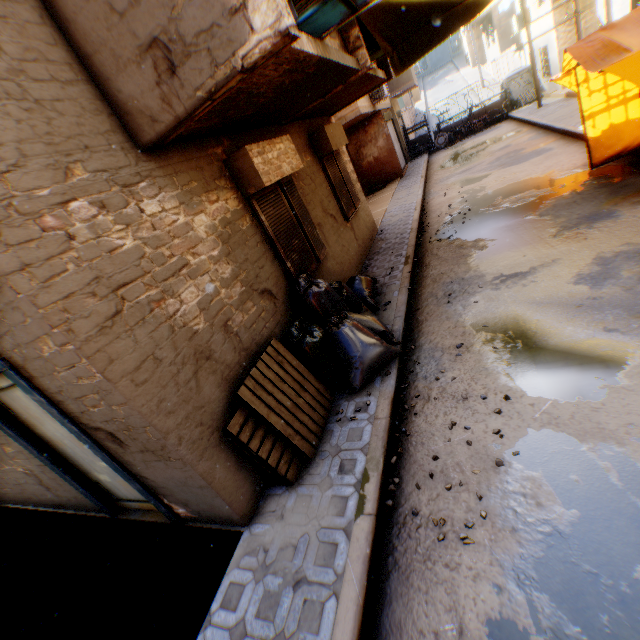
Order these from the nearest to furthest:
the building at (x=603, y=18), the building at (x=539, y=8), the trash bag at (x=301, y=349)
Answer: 1. the trash bag at (x=301, y=349)
2. the building at (x=603, y=18)
3. the building at (x=539, y=8)

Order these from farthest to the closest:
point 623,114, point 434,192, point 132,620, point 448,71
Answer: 1. point 448,71
2. point 434,192
3. point 623,114
4. point 132,620

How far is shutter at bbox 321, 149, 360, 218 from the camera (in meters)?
7.89

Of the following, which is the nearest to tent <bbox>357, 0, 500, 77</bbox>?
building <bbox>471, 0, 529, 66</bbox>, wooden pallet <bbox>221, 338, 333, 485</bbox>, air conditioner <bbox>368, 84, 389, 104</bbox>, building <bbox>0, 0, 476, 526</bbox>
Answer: building <bbox>0, 0, 476, 526</bbox>

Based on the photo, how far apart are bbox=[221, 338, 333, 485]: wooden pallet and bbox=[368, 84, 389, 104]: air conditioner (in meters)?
13.64

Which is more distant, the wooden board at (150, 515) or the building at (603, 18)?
the building at (603, 18)

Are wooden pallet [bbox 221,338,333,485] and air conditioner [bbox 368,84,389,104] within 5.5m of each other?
no

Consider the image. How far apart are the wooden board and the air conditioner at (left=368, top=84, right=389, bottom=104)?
15.6 meters
